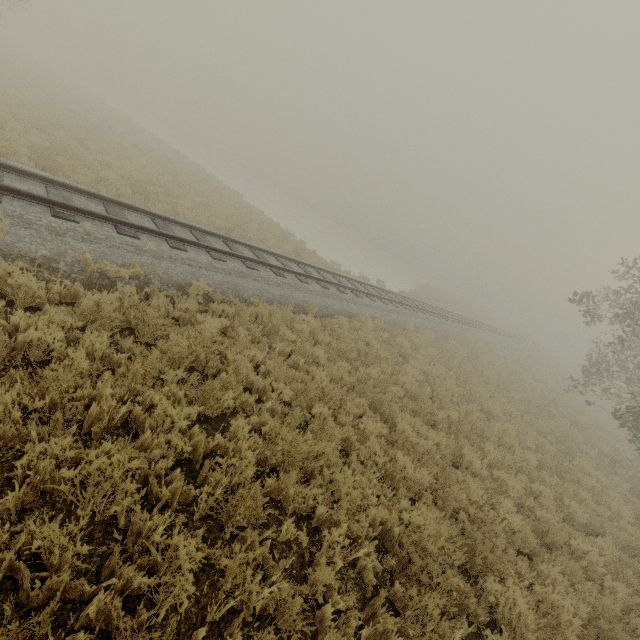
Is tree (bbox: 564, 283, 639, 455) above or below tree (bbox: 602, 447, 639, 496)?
above

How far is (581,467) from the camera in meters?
11.0

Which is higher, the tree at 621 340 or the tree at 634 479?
the tree at 621 340
